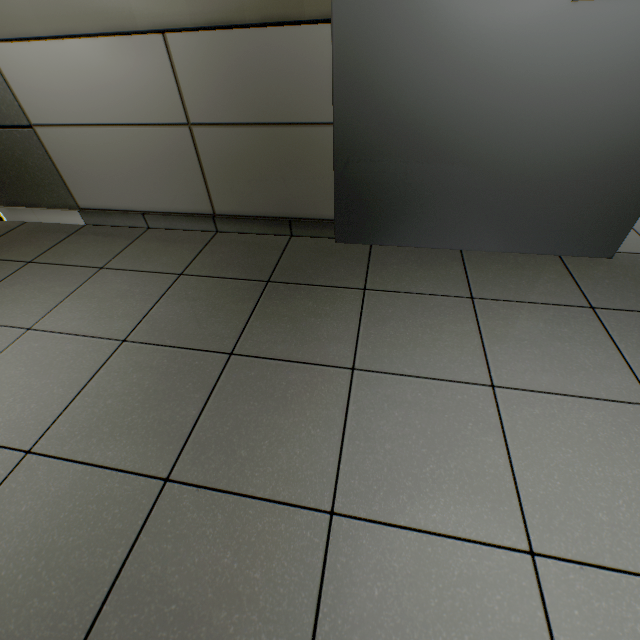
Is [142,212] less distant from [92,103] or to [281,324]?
[92,103]
